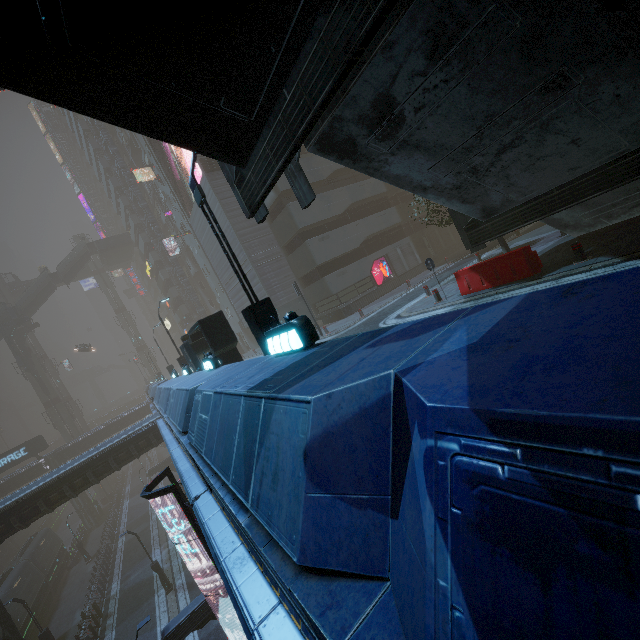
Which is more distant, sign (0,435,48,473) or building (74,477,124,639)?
sign (0,435,48,473)

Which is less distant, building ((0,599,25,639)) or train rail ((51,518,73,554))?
building ((0,599,25,639))

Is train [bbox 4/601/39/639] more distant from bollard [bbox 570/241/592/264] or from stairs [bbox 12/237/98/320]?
bollard [bbox 570/241/592/264]

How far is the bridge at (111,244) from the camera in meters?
53.1 m

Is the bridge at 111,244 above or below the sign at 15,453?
above

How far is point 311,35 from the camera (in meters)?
3.69

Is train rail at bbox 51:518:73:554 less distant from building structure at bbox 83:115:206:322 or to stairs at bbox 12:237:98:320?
building structure at bbox 83:115:206:322

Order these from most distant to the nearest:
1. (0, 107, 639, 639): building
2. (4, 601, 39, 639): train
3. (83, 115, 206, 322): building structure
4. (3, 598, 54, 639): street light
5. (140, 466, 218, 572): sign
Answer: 1. (83, 115, 206, 322): building structure
2. (4, 601, 39, 639): train
3. (3, 598, 54, 639): street light
4. (140, 466, 218, 572): sign
5. (0, 107, 639, 639): building
